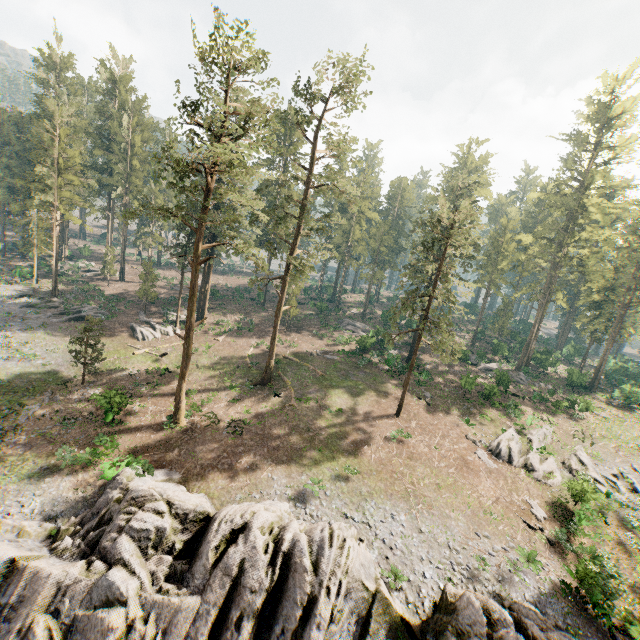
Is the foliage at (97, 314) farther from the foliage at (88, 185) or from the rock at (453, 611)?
the rock at (453, 611)

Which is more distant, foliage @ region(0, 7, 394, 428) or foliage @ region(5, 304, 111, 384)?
foliage @ region(5, 304, 111, 384)

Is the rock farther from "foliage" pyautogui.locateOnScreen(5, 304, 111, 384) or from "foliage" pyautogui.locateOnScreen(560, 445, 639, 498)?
"foliage" pyautogui.locateOnScreen(5, 304, 111, 384)

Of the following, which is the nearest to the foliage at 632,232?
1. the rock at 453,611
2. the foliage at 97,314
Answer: the foliage at 97,314

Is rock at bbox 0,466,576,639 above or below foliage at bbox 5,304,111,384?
below

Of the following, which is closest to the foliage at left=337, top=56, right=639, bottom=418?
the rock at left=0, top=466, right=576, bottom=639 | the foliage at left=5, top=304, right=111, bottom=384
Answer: the foliage at left=5, top=304, right=111, bottom=384

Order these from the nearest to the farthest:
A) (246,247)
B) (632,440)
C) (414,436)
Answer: (246,247)
(414,436)
(632,440)

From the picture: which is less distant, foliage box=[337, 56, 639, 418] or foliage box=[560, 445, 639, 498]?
foliage box=[560, 445, 639, 498]
